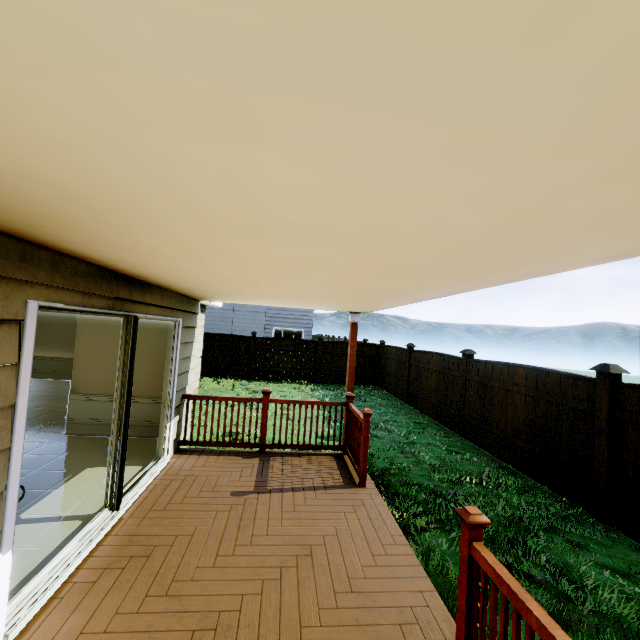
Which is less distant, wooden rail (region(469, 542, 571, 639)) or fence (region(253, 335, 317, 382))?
wooden rail (region(469, 542, 571, 639))

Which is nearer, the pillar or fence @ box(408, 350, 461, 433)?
the pillar

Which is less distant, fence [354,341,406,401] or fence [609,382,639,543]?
fence [609,382,639,543]

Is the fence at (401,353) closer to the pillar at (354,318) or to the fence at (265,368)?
the fence at (265,368)

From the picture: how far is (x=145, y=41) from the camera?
0.5 meters

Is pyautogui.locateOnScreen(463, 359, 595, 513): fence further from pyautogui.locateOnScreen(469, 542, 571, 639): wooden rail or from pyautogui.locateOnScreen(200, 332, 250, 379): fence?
pyautogui.locateOnScreen(200, 332, 250, 379): fence

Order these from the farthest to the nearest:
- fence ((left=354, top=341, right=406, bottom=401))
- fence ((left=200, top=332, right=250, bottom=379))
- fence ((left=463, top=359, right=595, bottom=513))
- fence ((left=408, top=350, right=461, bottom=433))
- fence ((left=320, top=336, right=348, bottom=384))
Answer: fence ((left=320, top=336, right=348, bottom=384))
fence ((left=200, top=332, right=250, bottom=379))
fence ((left=354, top=341, right=406, bottom=401))
fence ((left=408, top=350, right=461, bottom=433))
fence ((left=463, top=359, right=595, bottom=513))

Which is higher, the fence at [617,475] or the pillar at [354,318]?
the pillar at [354,318]
